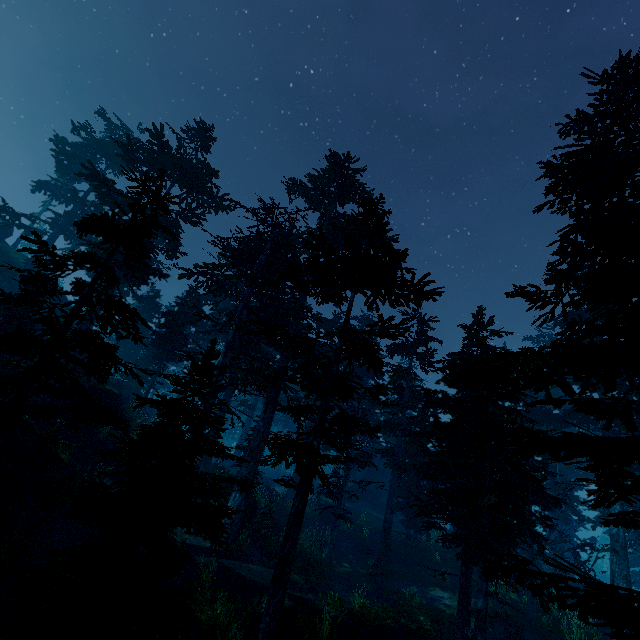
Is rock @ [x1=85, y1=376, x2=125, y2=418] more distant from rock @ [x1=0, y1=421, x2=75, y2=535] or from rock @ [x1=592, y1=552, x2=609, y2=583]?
rock @ [x1=592, y1=552, x2=609, y2=583]

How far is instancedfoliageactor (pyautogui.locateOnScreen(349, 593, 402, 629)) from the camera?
12.0m

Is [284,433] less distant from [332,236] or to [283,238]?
[332,236]

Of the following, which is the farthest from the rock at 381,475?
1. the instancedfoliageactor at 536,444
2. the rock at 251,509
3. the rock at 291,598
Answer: the rock at 291,598

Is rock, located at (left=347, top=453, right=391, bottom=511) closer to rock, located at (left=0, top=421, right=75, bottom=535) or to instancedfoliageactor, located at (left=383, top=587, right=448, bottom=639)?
instancedfoliageactor, located at (left=383, top=587, right=448, bottom=639)

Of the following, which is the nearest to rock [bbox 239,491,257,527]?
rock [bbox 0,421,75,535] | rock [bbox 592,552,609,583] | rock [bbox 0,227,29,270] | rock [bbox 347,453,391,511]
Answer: rock [bbox 0,421,75,535]

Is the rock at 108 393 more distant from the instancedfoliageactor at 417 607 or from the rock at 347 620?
the rock at 347 620

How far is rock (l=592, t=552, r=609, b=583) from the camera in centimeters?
5600cm
